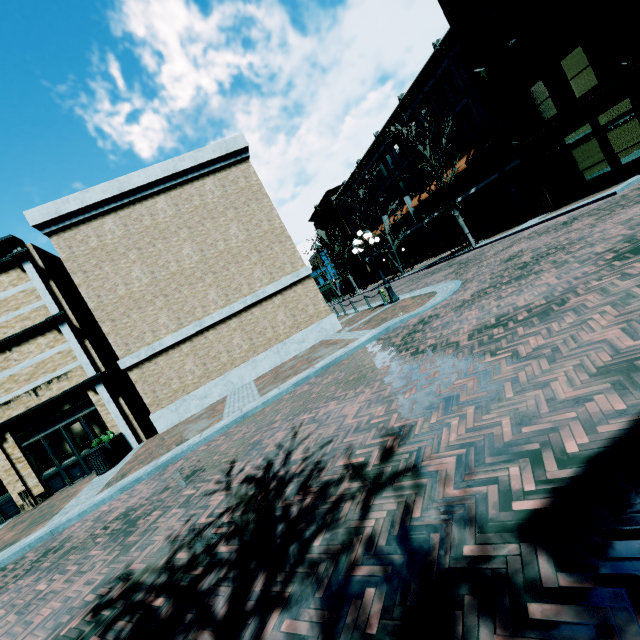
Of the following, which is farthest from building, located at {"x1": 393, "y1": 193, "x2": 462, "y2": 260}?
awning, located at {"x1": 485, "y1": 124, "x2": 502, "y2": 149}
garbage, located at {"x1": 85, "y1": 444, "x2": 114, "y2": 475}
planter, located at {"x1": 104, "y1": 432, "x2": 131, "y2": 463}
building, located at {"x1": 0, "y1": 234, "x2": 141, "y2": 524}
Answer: planter, located at {"x1": 104, "y1": 432, "x2": 131, "y2": 463}

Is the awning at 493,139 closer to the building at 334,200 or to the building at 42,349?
the building at 334,200

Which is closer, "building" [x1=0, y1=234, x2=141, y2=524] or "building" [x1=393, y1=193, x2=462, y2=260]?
"building" [x1=0, y1=234, x2=141, y2=524]

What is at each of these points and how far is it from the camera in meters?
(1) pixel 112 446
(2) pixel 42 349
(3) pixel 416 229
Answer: (1) planter, 11.9
(2) building, 12.8
(3) building, 34.2

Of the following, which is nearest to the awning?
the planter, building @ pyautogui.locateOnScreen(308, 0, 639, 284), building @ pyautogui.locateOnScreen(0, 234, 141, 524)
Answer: building @ pyautogui.locateOnScreen(308, 0, 639, 284)

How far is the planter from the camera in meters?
11.7 m

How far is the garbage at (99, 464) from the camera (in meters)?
11.00
